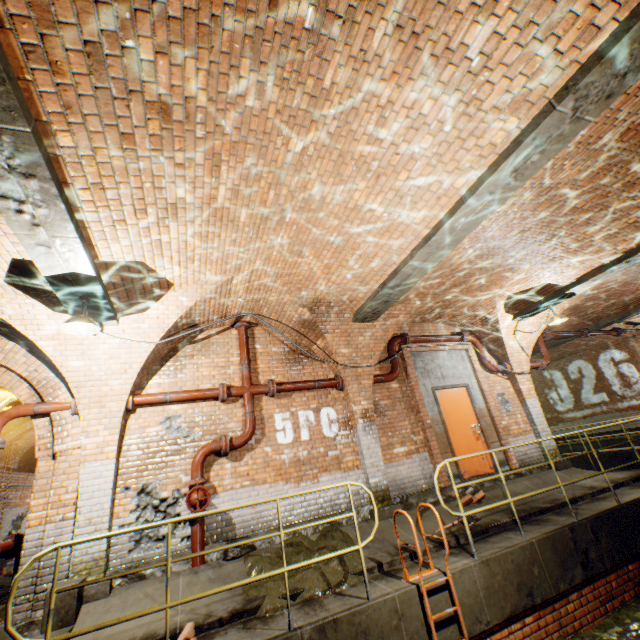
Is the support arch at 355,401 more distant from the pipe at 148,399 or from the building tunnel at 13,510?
the building tunnel at 13,510

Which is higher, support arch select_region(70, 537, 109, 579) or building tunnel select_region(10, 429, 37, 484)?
building tunnel select_region(10, 429, 37, 484)

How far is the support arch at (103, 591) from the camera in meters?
4.5 m

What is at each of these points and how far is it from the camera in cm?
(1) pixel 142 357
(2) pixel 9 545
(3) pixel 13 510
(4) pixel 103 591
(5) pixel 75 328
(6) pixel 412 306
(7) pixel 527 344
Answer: (1) support arch, 574
(2) pipe, 533
(3) building tunnel, 1191
(4) support arch, 455
(5) ceiling light, 446
(6) support arch, 746
(7) support arch, 951

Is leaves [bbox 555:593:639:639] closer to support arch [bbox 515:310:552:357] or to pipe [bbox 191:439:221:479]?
support arch [bbox 515:310:552:357]

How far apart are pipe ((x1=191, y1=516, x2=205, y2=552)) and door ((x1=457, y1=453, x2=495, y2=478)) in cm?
562

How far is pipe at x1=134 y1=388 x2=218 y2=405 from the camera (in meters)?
5.90

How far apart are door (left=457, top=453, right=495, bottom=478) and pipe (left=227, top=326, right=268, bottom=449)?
4.3 meters
